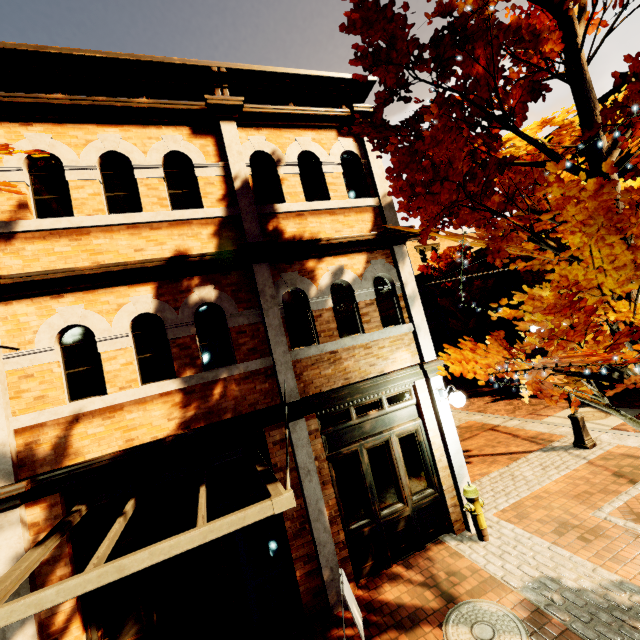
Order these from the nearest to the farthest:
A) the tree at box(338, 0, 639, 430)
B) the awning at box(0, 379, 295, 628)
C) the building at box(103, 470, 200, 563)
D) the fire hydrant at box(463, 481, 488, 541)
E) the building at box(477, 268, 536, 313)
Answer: the awning at box(0, 379, 295, 628)
the tree at box(338, 0, 639, 430)
the building at box(103, 470, 200, 563)
the fire hydrant at box(463, 481, 488, 541)
the building at box(477, 268, 536, 313)

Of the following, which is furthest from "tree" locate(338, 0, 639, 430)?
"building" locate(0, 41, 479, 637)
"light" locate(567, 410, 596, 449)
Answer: "light" locate(567, 410, 596, 449)

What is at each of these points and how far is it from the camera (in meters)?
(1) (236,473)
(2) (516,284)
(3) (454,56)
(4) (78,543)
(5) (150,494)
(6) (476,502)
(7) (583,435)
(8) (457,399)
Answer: (1) building, 5.46
(2) building, 26.81
(3) tree, 3.49
(4) building, 4.58
(5) building, 4.99
(6) fire hydrant, 5.96
(7) light, 8.39
(8) light, 5.97

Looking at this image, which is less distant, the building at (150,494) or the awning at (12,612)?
the awning at (12,612)

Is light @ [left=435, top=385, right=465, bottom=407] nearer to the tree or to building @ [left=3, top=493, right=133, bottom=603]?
building @ [left=3, top=493, right=133, bottom=603]

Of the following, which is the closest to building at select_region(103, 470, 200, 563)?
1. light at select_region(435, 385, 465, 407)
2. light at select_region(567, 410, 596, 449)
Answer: light at select_region(435, 385, 465, 407)

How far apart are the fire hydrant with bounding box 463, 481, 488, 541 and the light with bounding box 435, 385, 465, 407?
1.5 meters

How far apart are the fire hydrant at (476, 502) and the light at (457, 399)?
1.5m
